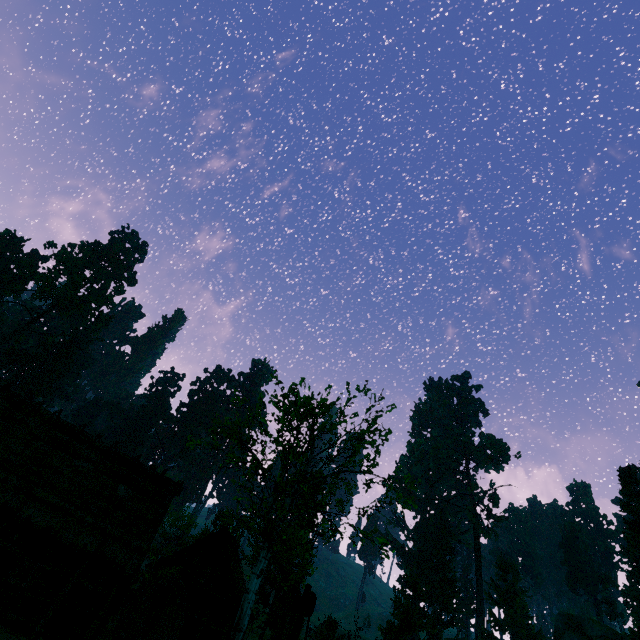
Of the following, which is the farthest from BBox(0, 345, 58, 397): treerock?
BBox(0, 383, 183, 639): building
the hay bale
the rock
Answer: the hay bale

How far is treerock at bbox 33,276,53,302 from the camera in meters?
56.9

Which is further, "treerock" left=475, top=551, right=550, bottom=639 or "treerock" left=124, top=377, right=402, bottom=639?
"treerock" left=475, top=551, right=550, bottom=639

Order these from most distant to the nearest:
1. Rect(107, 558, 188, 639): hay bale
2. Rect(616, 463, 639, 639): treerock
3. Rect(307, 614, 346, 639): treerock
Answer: Rect(616, 463, 639, 639): treerock → Rect(307, 614, 346, 639): treerock → Rect(107, 558, 188, 639): hay bale

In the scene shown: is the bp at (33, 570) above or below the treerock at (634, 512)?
below

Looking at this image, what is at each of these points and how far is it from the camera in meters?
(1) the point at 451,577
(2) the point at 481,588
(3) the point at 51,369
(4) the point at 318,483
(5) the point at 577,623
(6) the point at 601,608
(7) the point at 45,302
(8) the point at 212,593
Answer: (1) treerock, 56.3 m
(2) treerock, 58.2 m
(3) treerock, 58.7 m
(4) treerock, 26.3 m
(5) rock, 32.8 m
(6) treerock, 58.1 m
(7) treerock, 57.3 m
(8) building, 26.0 m

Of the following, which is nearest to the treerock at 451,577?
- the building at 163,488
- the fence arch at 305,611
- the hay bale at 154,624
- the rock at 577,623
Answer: the building at 163,488
